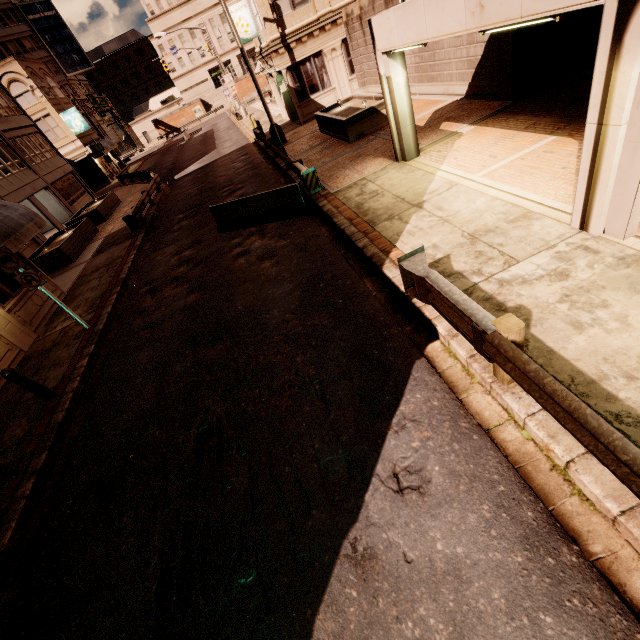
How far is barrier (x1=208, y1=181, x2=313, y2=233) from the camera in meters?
10.6

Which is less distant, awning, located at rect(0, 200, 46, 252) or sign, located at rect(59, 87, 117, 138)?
awning, located at rect(0, 200, 46, 252)

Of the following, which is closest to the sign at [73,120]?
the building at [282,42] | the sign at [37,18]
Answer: the sign at [37,18]

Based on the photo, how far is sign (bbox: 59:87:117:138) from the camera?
36.6 meters

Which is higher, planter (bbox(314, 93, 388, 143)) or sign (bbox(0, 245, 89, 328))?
sign (bbox(0, 245, 89, 328))

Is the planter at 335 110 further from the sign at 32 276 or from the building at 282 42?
the sign at 32 276

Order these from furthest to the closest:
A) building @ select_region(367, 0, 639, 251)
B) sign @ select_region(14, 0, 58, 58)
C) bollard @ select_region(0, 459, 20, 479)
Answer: sign @ select_region(14, 0, 58, 58)
bollard @ select_region(0, 459, 20, 479)
building @ select_region(367, 0, 639, 251)

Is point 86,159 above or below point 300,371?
above
